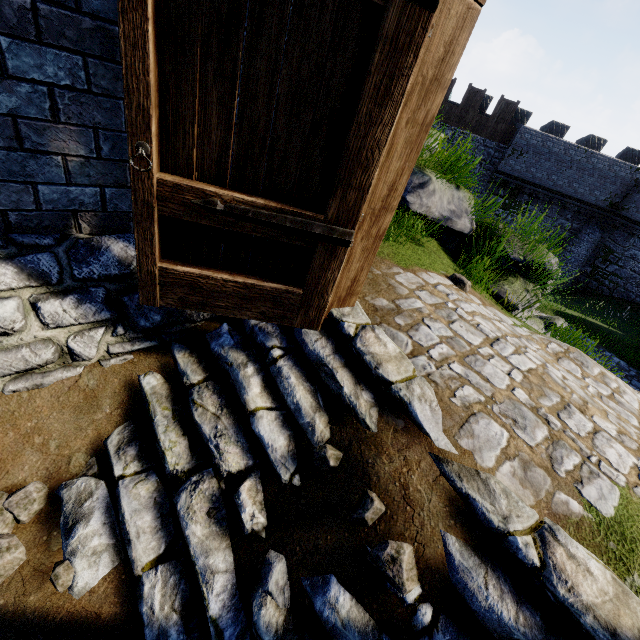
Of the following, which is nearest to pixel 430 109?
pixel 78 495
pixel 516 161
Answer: pixel 78 495

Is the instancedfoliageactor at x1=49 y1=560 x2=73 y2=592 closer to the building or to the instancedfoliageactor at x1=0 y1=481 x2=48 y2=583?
the instancedfoliageactor at x1=0 y1=481 x2=48 y2=583

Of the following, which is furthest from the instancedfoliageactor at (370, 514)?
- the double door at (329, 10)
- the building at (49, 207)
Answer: the building at (49, 207)

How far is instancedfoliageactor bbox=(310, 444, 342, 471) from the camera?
2.13m

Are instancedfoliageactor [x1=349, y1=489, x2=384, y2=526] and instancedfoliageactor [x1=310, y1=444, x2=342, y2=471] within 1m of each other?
yes

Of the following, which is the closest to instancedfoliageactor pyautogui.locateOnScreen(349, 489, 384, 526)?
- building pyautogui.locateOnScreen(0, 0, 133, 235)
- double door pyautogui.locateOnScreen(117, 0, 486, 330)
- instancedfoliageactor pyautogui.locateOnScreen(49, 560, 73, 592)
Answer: double door pyautogui.locateOnScreen(117, 0, 486, 330)

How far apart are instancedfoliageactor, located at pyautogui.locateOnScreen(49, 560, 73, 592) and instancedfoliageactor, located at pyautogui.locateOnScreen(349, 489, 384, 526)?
1.7 meters

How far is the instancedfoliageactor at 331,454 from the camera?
2.1 meters
